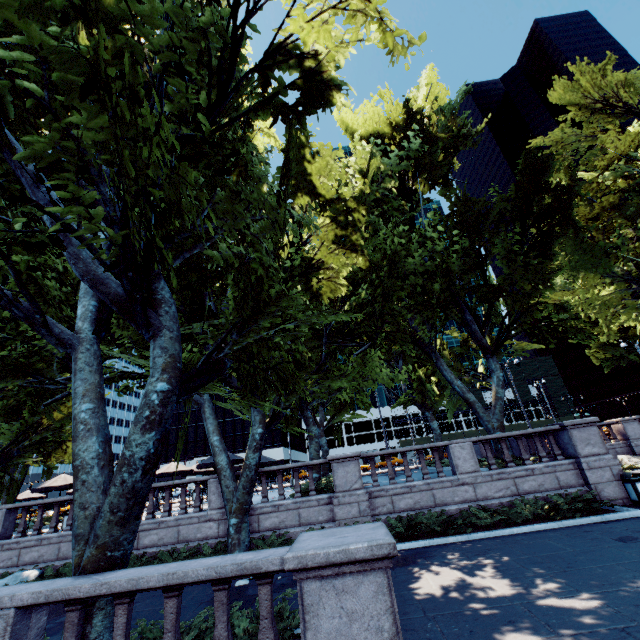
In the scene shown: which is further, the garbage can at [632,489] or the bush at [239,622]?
the garbage can at [632,489]

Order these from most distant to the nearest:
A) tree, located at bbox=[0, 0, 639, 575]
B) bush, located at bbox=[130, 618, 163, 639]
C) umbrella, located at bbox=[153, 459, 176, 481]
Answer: umbrella, located at bbox=[153, 459, 176, 481] → bush, located at bbox=[130, 618, 163, 639] → tree, located at bbox=[0, 0, 639, 575]

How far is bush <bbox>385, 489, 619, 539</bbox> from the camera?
11.1 meters

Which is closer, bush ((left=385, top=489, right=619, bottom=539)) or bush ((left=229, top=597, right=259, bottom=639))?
bush ((left=229, top=597, right=259, bottom=639))

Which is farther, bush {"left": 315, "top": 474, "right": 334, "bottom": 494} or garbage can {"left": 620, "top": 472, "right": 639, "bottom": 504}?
bush {"left": 315, "top": 474, "right": 334, "bottom": 494}

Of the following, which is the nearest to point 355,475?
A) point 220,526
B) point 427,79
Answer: point 220,526

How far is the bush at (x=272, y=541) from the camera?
11.5 meters

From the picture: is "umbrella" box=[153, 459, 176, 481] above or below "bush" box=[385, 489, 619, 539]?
above
